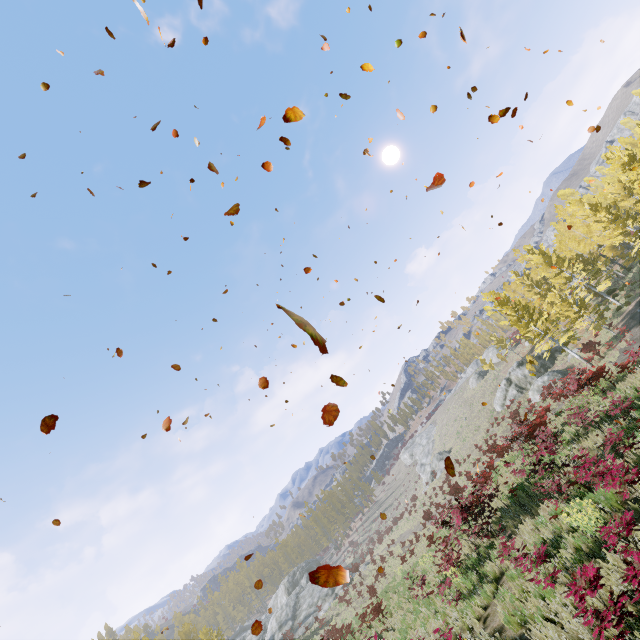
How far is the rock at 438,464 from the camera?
46.5m

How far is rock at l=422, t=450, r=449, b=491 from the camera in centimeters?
4654cm

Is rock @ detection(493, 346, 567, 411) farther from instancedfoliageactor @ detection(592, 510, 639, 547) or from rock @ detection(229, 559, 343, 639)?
rock @ detection(229, 559, 343, 639)

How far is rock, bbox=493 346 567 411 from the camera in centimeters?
3300cm

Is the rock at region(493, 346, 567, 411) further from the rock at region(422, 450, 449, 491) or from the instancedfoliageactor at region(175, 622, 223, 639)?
the rock at region(422, 450, 449, 491)

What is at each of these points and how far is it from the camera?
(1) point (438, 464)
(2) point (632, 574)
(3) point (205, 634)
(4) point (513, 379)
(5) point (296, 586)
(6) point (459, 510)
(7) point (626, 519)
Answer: (1) rock, 47.75m
(2) instancedfoliageactor, 5.16m
(3) instancedfoliageactor, 33.50m
(4) rock, 39.38m
(5) rock, 51.81m
(6) instancedfoliageactor, 11.23m
(7) instancedfoliageactor, 6.27m

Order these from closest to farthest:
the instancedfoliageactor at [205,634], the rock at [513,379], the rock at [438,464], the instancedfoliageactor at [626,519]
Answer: the instancedfoliageactor at [626,519], the rock at [513,379], the instancedfoliageactor at [205,634], the rock at [438,464]

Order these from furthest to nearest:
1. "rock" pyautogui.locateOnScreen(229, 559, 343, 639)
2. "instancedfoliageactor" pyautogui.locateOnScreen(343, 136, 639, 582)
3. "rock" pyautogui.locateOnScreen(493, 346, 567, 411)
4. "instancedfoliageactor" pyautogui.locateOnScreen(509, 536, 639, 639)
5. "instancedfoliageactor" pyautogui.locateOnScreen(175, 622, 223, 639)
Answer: "rock" pyautogui.locateOnScreen(229, 559, 343, 639) → "instancedfoliageactor" pyautogui.locateOnScreen(175, 622, 223, 639) → "rock" pyautogui.locateOnScreen(493, 346, 567, 411) → "instancedfoliageactor" pyautogui.locateOnScreen(343, 136, 639, 582) → "instancedfoliageactor" pyautogui.locateOnScreen(509, 536, 639, 639)
